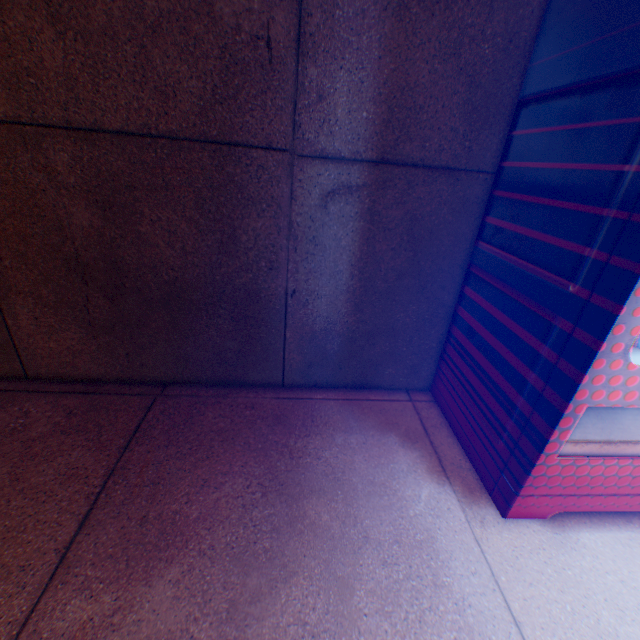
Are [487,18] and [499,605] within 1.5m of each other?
no
